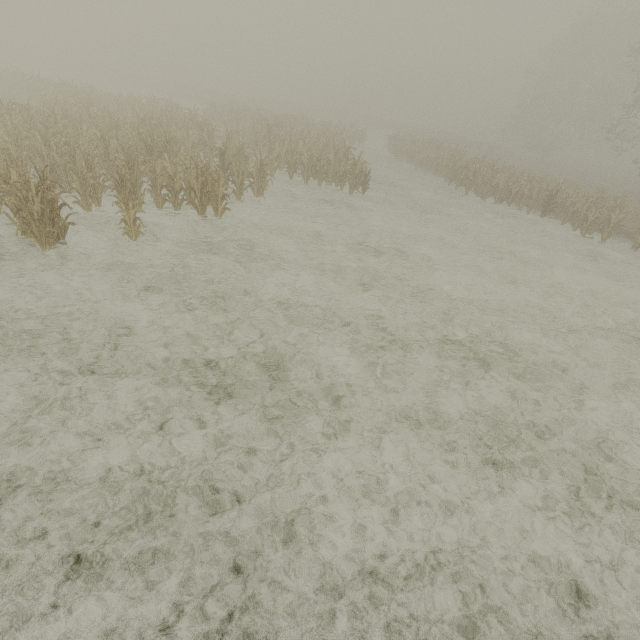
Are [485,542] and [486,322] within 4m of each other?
no
